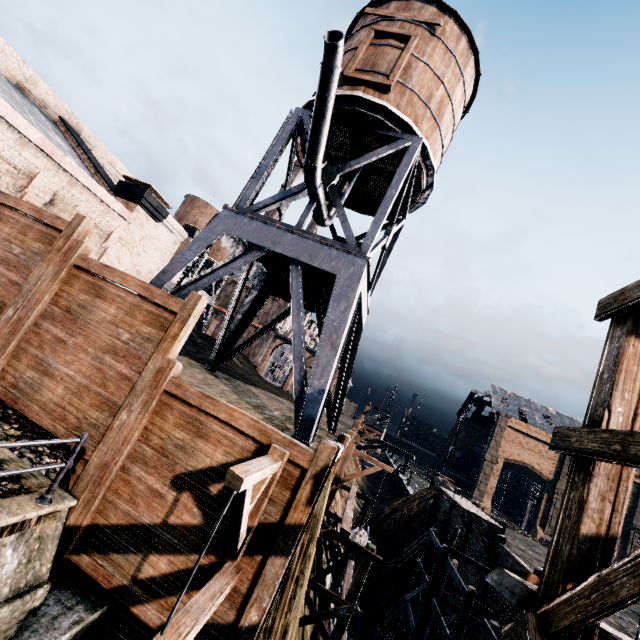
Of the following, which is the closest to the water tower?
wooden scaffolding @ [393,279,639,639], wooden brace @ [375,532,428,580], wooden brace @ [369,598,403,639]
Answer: wooden scaffolding @ [393,279,639,639]

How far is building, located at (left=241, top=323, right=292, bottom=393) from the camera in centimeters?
5728cm

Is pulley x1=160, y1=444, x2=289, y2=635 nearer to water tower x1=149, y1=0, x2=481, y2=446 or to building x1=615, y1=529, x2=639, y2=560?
water tower x1=149, y1=0, x2=481, y2=446

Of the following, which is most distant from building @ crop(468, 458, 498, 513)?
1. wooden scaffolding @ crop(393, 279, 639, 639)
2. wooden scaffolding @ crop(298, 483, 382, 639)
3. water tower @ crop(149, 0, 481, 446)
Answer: wooden scaffolding @ crop(298, 483, 382, 639)

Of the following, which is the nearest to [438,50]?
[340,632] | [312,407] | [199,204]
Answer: [312,407]

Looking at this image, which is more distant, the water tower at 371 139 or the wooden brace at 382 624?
the wooden brace at 382 624

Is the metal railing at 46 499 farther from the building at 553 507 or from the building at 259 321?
the building at 259 321

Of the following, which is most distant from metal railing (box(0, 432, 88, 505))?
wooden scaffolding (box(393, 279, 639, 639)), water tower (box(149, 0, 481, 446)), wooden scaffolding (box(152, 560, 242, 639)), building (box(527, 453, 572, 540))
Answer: building (box(527, 453, 572, 540))
